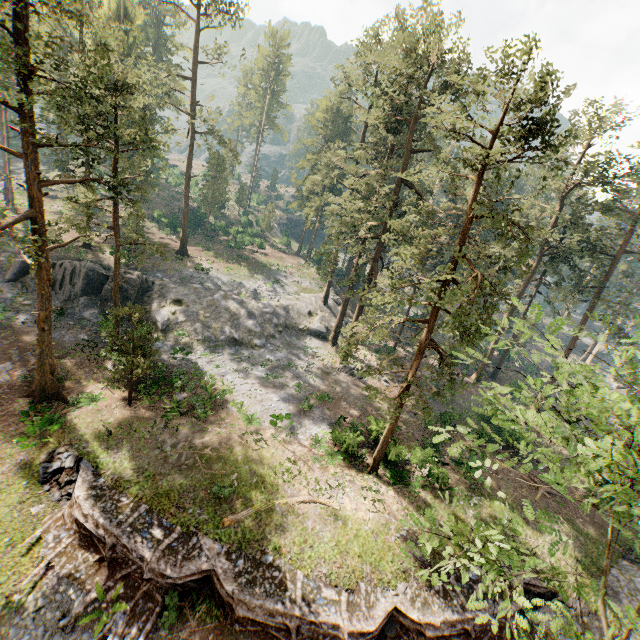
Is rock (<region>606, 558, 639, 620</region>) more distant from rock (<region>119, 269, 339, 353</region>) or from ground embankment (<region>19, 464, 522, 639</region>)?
rock (<region>119, 269, 339, 353</region>)

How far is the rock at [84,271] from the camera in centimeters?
2959cm

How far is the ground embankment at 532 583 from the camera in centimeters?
1852cm

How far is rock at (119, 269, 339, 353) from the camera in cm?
3183

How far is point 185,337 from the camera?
31.48m

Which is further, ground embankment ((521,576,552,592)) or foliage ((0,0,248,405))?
ground embankment ((521,576,552,592))
